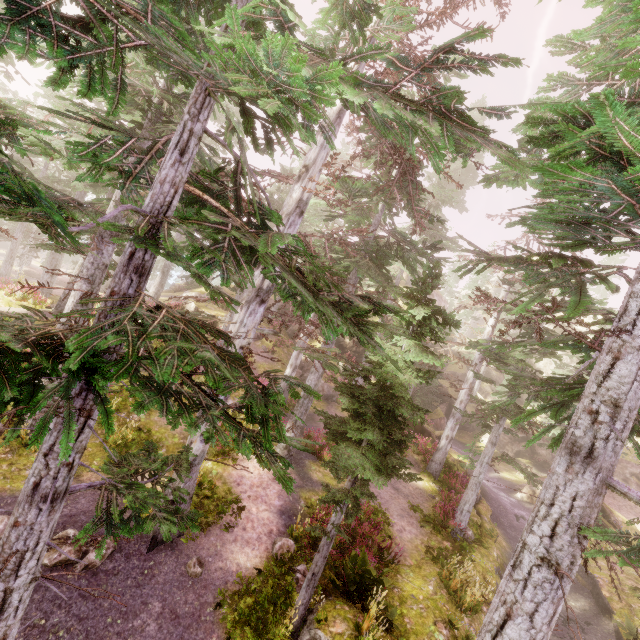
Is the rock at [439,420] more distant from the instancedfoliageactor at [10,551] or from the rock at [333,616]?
the rock at [333,616]

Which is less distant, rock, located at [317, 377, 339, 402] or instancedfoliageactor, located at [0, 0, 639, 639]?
instancedfoliageactor, located at [0, 0, 639, 639]

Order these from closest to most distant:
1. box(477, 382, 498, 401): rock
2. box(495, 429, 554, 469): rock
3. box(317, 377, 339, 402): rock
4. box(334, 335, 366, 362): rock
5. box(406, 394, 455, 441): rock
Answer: box(406, 394, 455, 441): rock
box(317, 377, 339, 402): rock
box(334, 335, 366, 362): rock
box(495, 429, 554, 469): rock
box(477, 382, 498, 401): rock

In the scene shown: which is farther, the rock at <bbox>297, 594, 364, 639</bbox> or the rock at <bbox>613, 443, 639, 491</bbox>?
the rock at <bbox>613, 443, 639, 491</bbox>

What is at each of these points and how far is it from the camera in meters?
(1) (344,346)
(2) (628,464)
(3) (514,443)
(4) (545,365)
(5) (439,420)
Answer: (1) rock, 29.1 m
(2) rock, 27.8 m
(3) rock, 34.4 m
(4) rock, 38.4 m
(5) rock, 30.9 m

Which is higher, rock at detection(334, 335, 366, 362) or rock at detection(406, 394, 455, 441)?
rock at detection(334, 335, 366, 362)

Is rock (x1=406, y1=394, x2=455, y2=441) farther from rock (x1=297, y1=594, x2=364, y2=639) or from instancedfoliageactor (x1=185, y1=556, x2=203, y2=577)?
rock (x1=297, y1=594, x2=364, y2=639)

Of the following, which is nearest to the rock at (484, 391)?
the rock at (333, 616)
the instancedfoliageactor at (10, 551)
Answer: the instancedfoliageactor at (10, 551)
